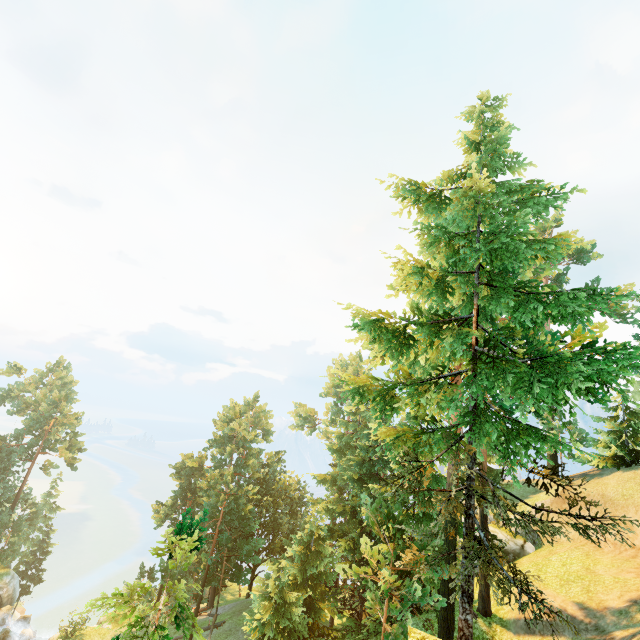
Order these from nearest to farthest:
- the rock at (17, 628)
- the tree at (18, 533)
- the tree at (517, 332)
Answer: the tree at (517, 332)
the rock at (17, 628)
the tree at (18, 533)

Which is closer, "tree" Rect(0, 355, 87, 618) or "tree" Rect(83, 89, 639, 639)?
"tree" Rect(83, 89, 639, 639)

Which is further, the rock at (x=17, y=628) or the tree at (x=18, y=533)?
the tree at (x=18, y=533)

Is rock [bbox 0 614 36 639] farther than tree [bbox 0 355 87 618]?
No

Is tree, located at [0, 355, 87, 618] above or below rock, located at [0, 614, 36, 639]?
above

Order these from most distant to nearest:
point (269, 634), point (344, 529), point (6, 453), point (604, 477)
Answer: point (6, 453), point (604, 477), point (344, 529), point (269, 634)

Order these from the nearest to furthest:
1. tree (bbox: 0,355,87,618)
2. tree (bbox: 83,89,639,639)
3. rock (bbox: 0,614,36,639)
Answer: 1. tree (bbox: 83,89,639,639)
2. rock (bbox: 0,614,36,639)
3. tree (bbox: 0,355,87,618)
